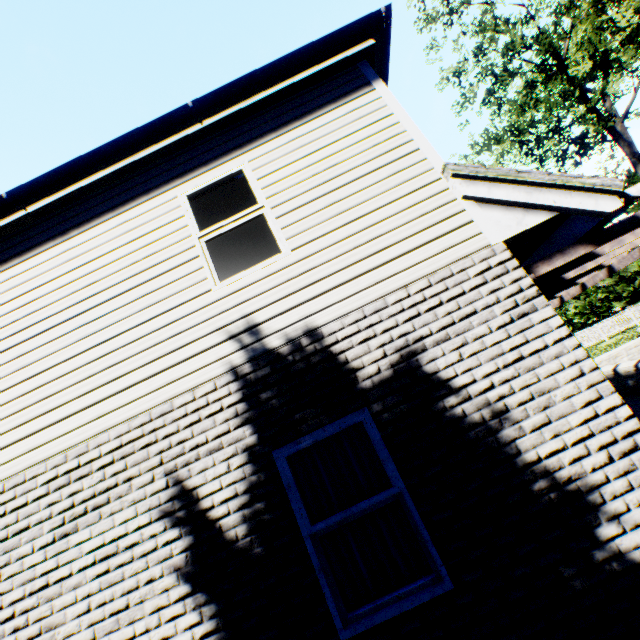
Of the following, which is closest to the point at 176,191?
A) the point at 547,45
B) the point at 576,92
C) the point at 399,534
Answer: the point at 399,534

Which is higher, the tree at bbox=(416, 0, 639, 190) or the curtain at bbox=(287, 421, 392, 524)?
the tree at bbox=(416, 0, 639, 190)

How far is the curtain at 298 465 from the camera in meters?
3.3 m

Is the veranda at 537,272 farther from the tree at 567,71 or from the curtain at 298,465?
the tree at 567,71

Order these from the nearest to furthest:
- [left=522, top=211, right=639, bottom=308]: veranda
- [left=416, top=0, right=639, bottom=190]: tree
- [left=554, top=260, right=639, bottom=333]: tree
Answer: [left=522, top=211, right=639, bottom=308]: veranda < [left=416, top=0, right=639, bottom=190]: tree < [left=554, top=260, right=639, bottom=333]: tree

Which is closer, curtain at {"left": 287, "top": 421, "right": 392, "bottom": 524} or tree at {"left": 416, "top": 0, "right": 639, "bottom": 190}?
curtain at {"left": 287, "top": 421, "right": 392, "bottom": 524}

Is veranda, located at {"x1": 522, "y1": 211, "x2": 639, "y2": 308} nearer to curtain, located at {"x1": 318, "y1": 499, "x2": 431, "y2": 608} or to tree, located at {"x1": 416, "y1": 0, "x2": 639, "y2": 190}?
curtain, located at {"x1": 318, "y1": 499, "x2": 431, "y2": 608}

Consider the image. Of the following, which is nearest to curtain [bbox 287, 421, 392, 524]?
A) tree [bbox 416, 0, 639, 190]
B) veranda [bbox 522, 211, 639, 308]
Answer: veranda [bbox 522, 211, 639, 308]
